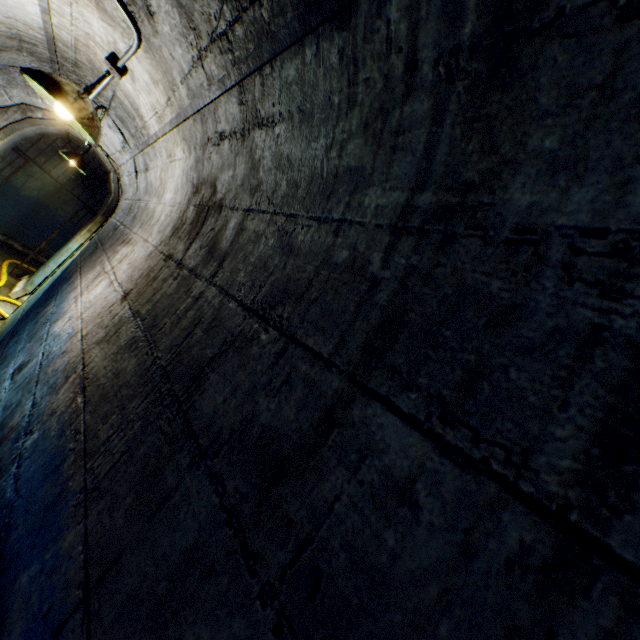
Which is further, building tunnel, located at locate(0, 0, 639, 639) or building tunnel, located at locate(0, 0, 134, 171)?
building tunnel, located at locate(0, 0, 134, 171)

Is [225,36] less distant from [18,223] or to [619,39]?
[619,39]

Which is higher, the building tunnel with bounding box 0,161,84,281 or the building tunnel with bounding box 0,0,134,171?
the building tunnel with bounding box 0,0,134,171

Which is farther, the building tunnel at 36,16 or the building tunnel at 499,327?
the building tunnel at 36,16

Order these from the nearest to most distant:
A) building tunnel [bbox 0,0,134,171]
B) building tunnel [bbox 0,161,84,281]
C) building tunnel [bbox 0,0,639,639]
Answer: building tunnel [bbox 0,0,639,639], building tunnel [bbox 0,0,134,171], building tunnel [bbox 0,161,84,281]

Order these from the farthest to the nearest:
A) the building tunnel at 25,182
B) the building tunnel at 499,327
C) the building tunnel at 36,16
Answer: the building tunnel at 25,182 < the building tunnel at 36,16 < the building tunnel at 499,327
